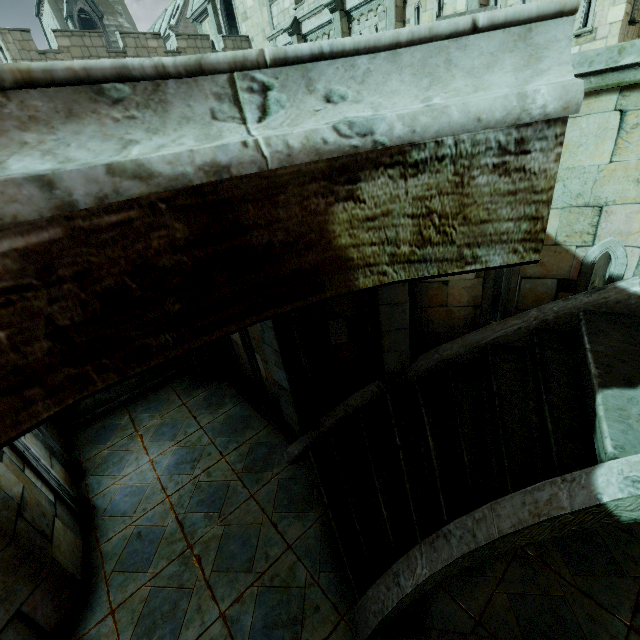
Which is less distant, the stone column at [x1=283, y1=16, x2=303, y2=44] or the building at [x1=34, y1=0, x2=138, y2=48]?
the stone column at [x1=283, y1=16, x2=303, y2=44]

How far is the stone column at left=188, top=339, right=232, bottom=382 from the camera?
6.72m

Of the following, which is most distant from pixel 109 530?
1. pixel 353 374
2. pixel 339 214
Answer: pixel 339 214

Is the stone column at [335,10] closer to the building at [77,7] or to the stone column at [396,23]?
the stone column at [396,23]

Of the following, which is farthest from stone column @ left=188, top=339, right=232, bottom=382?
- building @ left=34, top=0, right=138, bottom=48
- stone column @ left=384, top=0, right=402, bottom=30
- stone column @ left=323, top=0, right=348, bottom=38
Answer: building @ left=34, top=0, right=138, bottom=48

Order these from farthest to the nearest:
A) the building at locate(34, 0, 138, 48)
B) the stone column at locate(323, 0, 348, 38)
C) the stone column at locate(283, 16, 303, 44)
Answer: the building at locate(34, 0, 138, 48) < the stone column at locate(283, 16, 303, 44) < the stone column at locate(323, 0, 348, 38)

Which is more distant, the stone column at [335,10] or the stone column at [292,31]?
the stone column at [292,31]

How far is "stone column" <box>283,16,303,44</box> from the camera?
17.3 meters
